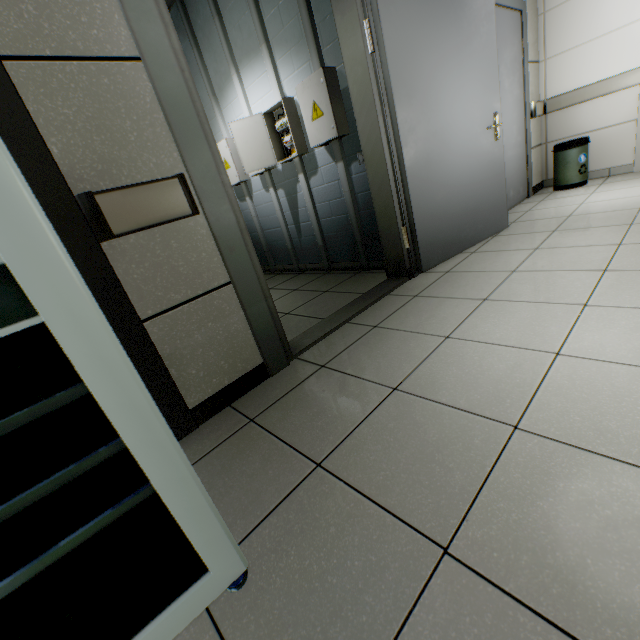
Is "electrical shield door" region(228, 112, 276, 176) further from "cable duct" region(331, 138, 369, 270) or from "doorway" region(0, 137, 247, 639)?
"doorway" region(0, 137, 247, 639)

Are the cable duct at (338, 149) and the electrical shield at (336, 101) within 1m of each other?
yes

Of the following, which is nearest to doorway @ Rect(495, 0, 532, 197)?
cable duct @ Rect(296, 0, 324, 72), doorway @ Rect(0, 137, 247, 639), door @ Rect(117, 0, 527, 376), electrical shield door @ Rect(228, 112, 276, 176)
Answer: door @ Rect(117, 0, 527, 376)

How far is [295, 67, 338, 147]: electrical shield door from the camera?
2.7 meters

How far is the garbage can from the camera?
4.01m

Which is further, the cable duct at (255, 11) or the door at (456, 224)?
the cable duct at (255, 11)

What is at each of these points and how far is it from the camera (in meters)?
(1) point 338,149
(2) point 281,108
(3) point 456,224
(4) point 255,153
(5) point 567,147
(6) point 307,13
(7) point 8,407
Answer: (1) cable duct, 2.96
(2) electrical shield, 3.26
(3) door, 2.85
(4) electrical shield door, 3.43
(5) garbage can, 4.04
(6) cable duct, 2.58
(7) doorway, 0.57

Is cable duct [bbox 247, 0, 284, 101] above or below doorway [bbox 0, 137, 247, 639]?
above
